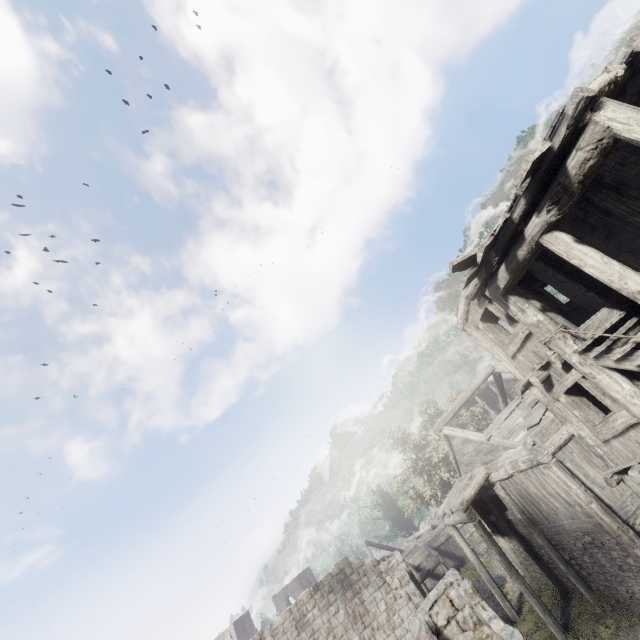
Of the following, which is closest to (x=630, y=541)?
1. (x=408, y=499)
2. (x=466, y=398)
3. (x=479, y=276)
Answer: (x=466, y=398)
